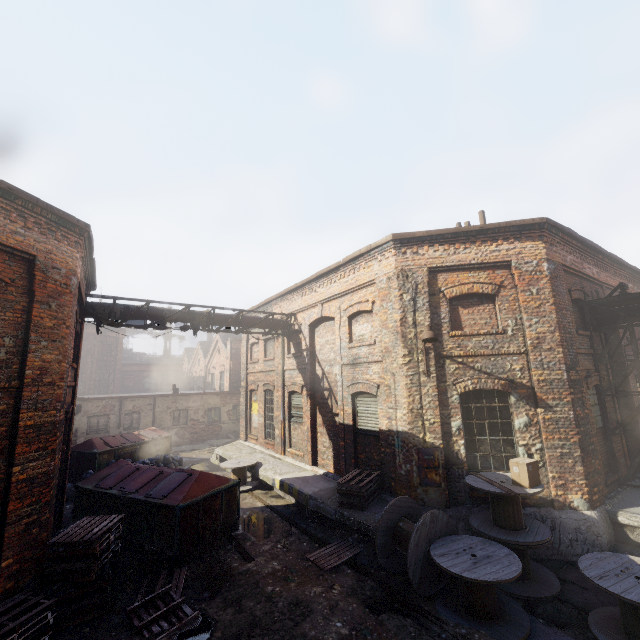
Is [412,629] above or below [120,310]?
below

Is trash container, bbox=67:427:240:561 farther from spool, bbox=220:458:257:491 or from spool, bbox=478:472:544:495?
spool, bbox=478:472:544:495

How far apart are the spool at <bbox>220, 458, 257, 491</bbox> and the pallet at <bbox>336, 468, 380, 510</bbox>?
5.10m

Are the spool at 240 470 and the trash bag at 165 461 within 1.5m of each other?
no

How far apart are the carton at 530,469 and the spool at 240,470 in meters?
9.6 m

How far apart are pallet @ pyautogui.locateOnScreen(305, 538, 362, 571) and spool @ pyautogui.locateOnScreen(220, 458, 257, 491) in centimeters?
550cm

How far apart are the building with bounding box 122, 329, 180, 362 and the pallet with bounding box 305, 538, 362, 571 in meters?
50.4

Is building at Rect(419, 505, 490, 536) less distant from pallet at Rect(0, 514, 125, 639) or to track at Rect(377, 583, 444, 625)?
track at Rect(377, 583, 444, 625)
